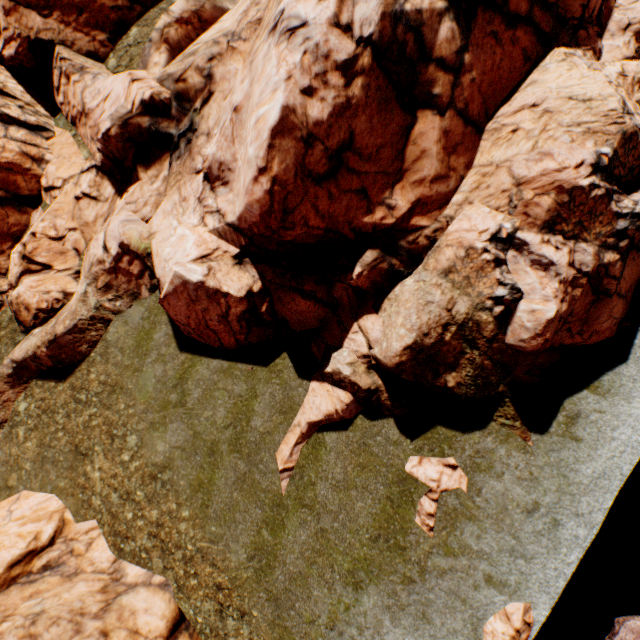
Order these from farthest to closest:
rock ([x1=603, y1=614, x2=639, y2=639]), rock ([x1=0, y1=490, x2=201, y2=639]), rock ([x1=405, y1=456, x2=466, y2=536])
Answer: rock ([x1=0, y1=490, x2=201, y2=639]), rock ([x1=405, y1=456, x2=466, y2=536]), rock ([x1=603, y1=614, x2=639, y2=639])

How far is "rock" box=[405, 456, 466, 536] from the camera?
9.32m

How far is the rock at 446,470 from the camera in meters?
9.3 m

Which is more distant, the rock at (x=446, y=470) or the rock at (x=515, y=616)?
the rock at (x=446, y=470)

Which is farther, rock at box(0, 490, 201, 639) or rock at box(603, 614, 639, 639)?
rock at box(0, 490, 201, 639)

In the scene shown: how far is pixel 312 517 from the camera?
10.3 meters
